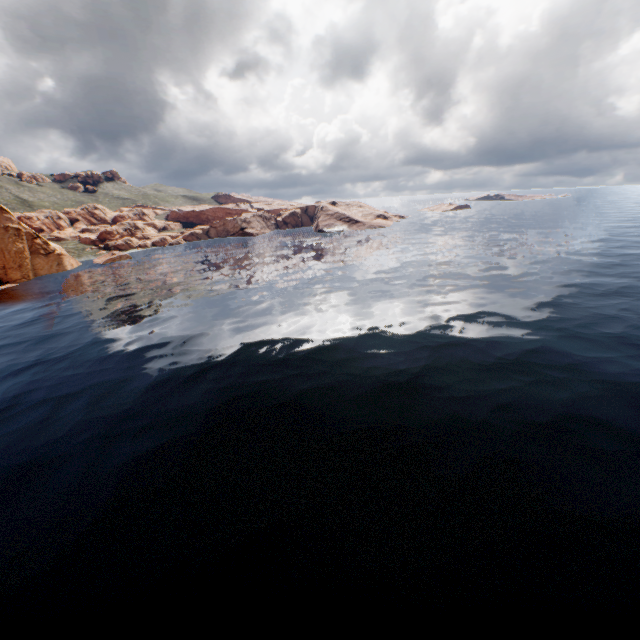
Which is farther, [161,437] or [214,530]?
[161,437]
